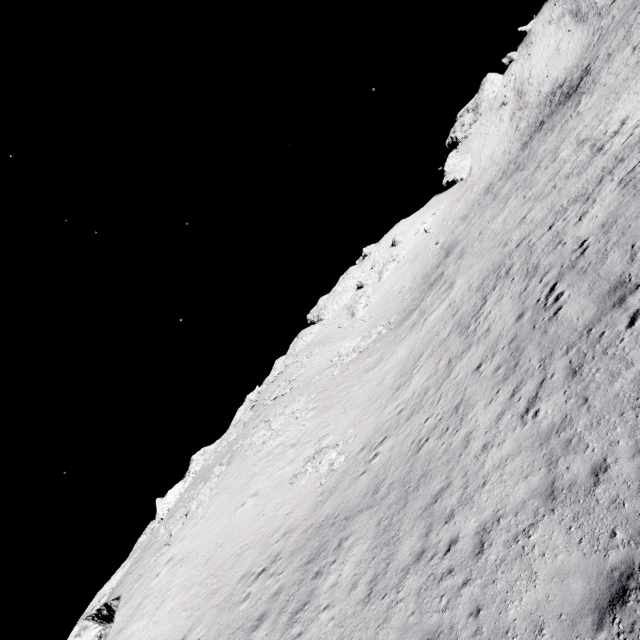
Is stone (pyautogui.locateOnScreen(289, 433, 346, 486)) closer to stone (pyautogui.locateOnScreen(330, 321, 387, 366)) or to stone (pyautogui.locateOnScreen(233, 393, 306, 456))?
stone (pyautogui.locateOnScreen(233, 393, 306, 456))

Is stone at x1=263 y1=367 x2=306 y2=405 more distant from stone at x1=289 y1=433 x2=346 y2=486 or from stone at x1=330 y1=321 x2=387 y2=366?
stone at x1=289 y1=433 x2=346 y2=486

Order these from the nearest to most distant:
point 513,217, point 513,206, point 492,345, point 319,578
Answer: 1. point 319,578
2. point 492,345
3. point 513,217
4. point 513,206

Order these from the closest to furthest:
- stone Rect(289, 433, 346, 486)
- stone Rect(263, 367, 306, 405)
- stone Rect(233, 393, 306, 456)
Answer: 1. stone Rect(289, 433, 346, 486)
2. stone Rect(233, 393, 306, 456)
3. stone Rect(263, 367, 306, 405)

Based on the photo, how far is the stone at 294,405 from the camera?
30.1 meters

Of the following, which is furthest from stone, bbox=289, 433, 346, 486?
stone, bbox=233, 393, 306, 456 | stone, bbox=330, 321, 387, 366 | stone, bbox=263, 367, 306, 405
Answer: stone, bbox=263, 367, 306, 405

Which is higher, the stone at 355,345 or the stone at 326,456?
the stone at 355,345

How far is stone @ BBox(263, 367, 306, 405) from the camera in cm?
4094
